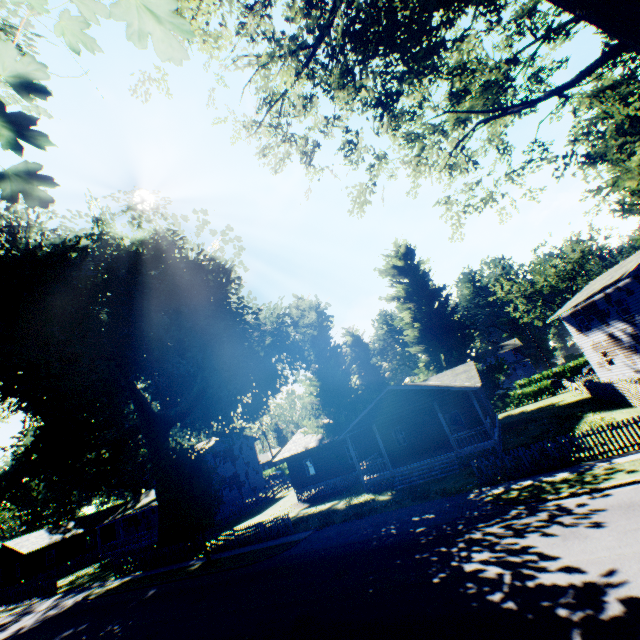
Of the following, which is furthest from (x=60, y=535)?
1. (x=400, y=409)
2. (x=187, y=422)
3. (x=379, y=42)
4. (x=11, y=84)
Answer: (x=379, y=42)

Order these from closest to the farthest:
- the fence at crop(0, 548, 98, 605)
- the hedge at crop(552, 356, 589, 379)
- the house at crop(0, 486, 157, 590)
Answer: the fence at crop(0, 548, 98, 605) < the house at crop(0, 486, 157, 590) < the hedge at crop(552, 356, 589, 379)

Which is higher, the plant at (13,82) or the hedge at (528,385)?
the plant at (13,82)

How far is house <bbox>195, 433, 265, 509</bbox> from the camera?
41.8m

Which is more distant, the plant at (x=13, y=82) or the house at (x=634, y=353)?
the house at (x=634, y=353)

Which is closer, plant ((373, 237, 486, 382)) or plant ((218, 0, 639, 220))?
plant ((218, 0, 639, 220))

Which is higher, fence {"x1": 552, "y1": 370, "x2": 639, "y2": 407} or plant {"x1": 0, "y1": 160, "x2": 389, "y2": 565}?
plant {"x1": 0, "y1": 160, "x2": 389, "y2": 565}
